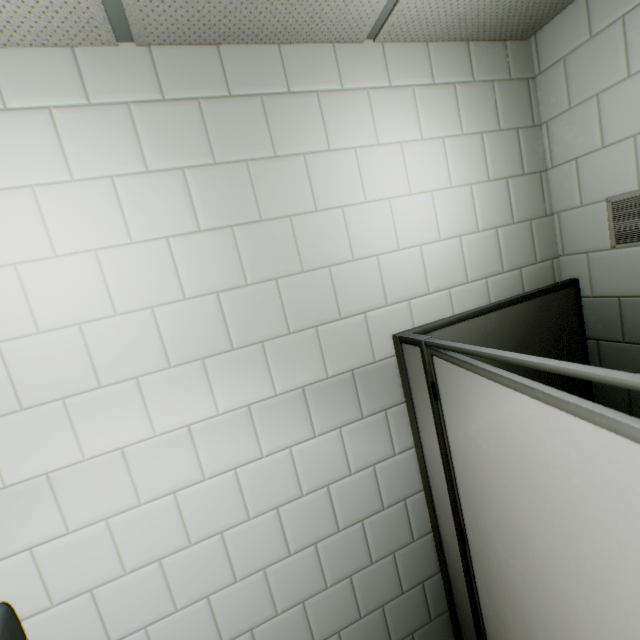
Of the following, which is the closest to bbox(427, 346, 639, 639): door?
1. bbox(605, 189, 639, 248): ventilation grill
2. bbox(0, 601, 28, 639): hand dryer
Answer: bbox(605, 189, 639, 248): ventilation grill

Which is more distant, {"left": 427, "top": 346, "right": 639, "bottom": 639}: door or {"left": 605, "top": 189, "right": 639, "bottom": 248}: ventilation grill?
{"left": 605, "top": 189, "right": 639, "bottom": 248}: ventilation grill

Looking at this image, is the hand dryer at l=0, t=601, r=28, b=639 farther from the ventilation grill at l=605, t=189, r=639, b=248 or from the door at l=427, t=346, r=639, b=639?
the ventilation grill at l=605, t=189, r=639, b=248

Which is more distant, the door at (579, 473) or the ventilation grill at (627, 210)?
the ventilation grill at (627, 210)

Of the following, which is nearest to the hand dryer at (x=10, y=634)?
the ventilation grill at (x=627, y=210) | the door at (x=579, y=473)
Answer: the door at (x=579, y=473)

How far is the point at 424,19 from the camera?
1.4 meters
